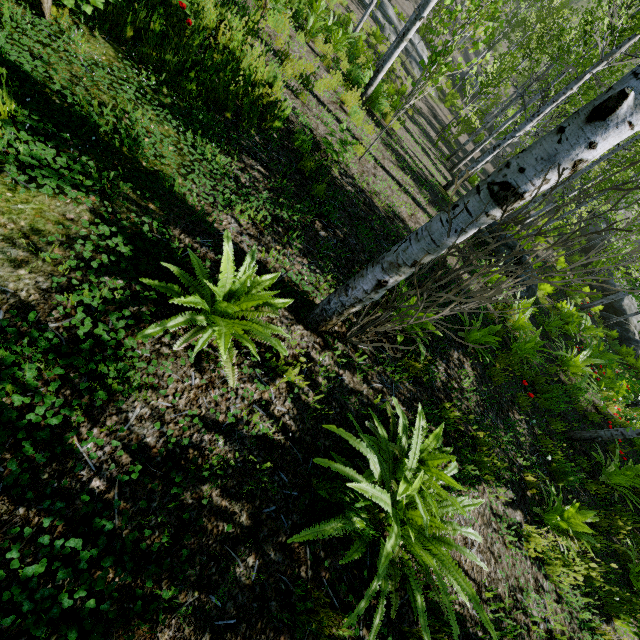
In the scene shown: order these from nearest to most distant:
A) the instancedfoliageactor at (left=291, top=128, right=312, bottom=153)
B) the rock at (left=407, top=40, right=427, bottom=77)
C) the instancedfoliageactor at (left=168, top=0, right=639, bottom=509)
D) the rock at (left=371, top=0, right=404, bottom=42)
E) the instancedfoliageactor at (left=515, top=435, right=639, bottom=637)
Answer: the instancedfoliageactor at (left=168, top=0, right=639, bottom=509), the instancedfoliageactor at (left=515, top=435, right=639, bottom=637), the instancedfoliageactor at (left=291, top=128, right=312, bottom=153), the rock at (left=371, top=0, right=404, bottom=42), the rock at (left=407, top=40, right=427, bottom=77)

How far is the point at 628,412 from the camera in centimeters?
432cm

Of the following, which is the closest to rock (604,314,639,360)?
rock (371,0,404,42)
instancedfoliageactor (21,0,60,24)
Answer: instancedfoliageactor (21,0,60,24)

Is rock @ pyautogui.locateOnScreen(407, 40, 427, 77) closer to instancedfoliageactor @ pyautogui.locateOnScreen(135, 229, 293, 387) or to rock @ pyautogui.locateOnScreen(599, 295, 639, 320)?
instancedfoliageactor @ pyautogui.locateOnScreen(135, 229, 293, 387)

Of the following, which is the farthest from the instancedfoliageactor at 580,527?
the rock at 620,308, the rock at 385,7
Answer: the rock at 385,7

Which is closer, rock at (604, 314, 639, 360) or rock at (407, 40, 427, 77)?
rock at (604, 314, 639, 360)

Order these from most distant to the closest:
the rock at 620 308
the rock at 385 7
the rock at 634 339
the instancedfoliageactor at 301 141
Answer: the rock at 385 7, the rock at 620 308, the rock at 634 339, the instancedfoliageactor at 301 141

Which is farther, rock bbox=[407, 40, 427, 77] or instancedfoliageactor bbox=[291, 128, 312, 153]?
rock bbox=[407, 40, 427, 77]
